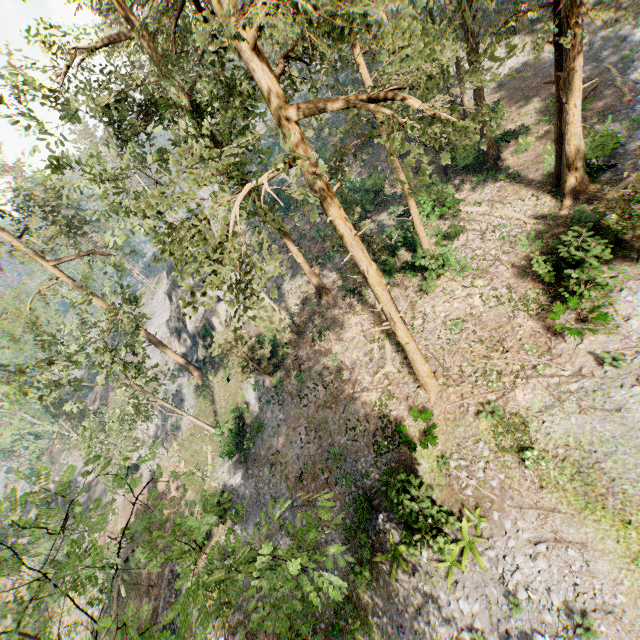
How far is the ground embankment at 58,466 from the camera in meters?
48.8

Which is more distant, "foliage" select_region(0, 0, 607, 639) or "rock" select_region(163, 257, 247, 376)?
"rock" select_region(163, 257, 247, 376)

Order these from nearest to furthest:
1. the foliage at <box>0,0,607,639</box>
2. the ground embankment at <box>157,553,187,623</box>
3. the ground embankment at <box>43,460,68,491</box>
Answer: the foliage at <box>0,0,607,639</box>, the ground embankment at <box>157,553,187,623</box>, the ground embankment at <box>43,460,68,491</box>

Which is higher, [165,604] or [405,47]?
[405,47]

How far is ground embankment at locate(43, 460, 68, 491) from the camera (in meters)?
48.84

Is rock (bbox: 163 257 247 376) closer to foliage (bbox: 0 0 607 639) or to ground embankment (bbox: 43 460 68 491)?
foliage (bbox: 0 0 607 639)

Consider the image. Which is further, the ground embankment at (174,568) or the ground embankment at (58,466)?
the ground embankment at (58,466)

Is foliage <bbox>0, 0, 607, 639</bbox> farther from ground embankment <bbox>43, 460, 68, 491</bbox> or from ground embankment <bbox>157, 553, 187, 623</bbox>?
ground embankment <bbox>157, 553, 187, 623</bbox>
